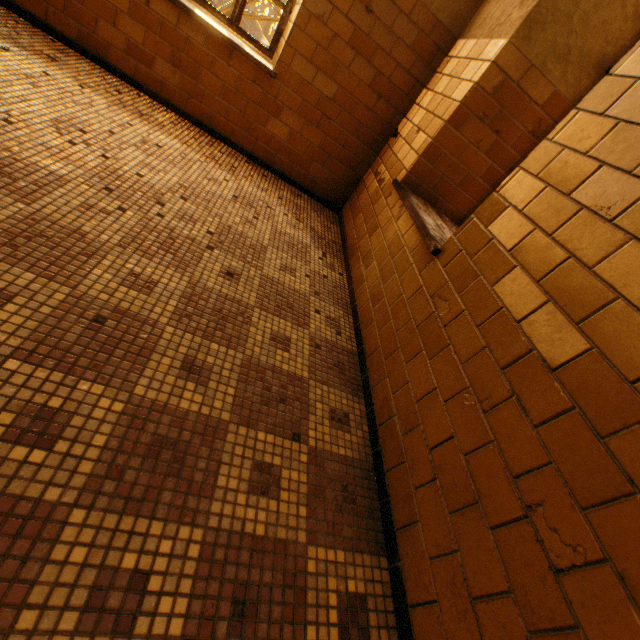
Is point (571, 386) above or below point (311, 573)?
above
